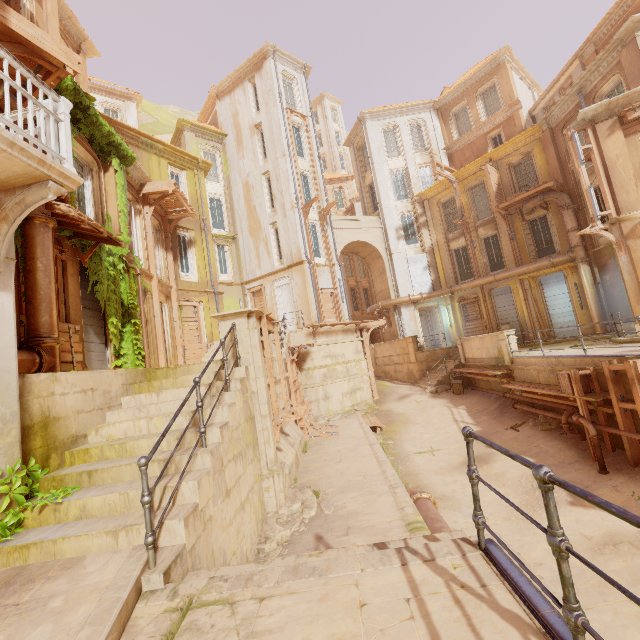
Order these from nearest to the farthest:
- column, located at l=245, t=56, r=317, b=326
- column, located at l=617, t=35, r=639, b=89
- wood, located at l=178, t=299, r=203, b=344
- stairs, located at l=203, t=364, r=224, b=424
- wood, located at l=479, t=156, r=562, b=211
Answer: stairs, located at l=203, t=364, r=224, b=424
column, located at l=617, t=35, r=639, b=89
wood, located at l=178, t=299, r=203, b=344
wood, located at l=479, t=156, r=562, b=211
column, located at l=245, t=56, r=317, b=326

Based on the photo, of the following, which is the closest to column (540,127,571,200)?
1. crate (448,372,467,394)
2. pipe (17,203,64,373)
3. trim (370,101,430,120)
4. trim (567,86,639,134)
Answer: trim (567,86,639,134)

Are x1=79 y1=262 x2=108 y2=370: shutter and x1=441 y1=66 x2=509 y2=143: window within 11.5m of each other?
no

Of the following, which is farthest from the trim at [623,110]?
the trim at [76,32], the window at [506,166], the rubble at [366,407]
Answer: the trim at [76,32]

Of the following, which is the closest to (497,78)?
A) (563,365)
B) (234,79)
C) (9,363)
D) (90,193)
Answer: (234,79)

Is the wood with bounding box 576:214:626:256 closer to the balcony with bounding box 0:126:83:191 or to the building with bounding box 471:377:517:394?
the building with bounding box 471:377:517:394

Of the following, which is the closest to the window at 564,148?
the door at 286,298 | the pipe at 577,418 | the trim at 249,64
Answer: the pipe at 577,418

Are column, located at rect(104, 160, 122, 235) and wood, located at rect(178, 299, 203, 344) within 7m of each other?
yes
